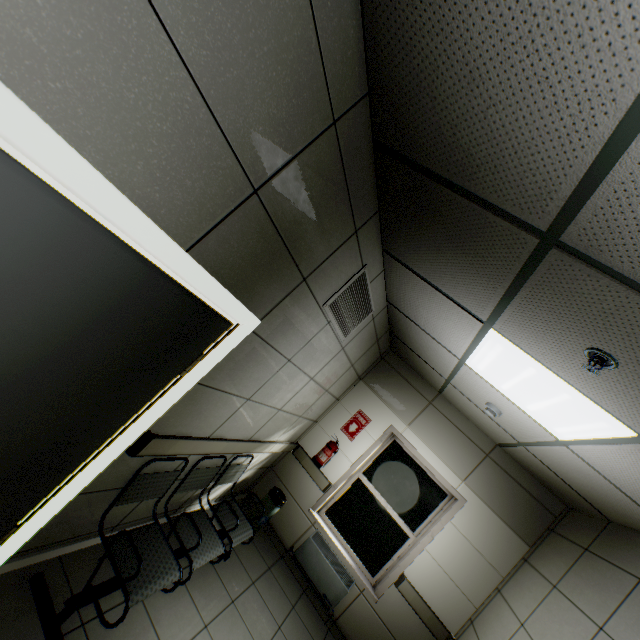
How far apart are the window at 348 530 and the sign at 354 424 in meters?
0.4

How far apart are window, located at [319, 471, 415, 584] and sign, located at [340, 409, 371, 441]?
0.4m

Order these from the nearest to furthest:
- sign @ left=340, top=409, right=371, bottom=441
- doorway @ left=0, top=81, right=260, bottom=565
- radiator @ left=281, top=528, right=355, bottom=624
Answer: doorway @ left=0, top=81, right=260, bottom=565, radiator @ left=281, top=528, right=355, bottom=624, sign @ left=340, top=409, right=371, bottom=441

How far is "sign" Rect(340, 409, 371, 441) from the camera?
5.0 meters

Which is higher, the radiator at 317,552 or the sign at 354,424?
the sign at 354,424

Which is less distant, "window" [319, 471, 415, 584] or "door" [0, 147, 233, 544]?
"door" [0, 147, 233, 544]

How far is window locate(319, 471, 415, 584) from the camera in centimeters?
443cm

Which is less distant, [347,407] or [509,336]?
[509,336]
